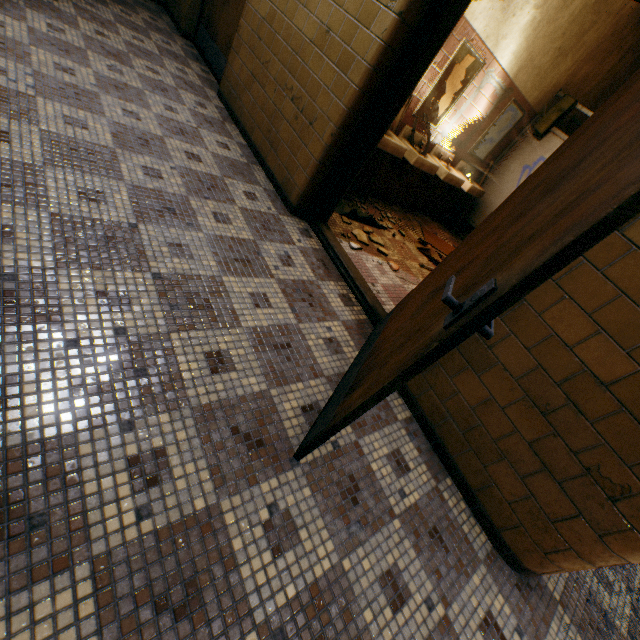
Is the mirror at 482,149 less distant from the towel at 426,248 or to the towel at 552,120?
the towel at 552,120

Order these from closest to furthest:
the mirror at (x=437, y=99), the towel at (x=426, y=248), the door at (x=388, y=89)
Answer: the door at (x=388, y=89)
the mirror at (x=437, y=99)
the towel at (x=426, y=248)

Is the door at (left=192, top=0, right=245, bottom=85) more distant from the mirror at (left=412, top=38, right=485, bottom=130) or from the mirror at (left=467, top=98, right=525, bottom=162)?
the mirror at (left=467, top=98, right=525, bottom=162)

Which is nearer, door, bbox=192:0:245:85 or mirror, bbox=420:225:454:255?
A: door, bbox=192:0:245:85

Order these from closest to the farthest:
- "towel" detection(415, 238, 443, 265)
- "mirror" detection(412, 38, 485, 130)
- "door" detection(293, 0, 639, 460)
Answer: "door" detection(293, 0, 639, 460)
"mirror" detection(412, 38, 485, 130)
"towel" detection(415, 238, 443, 265)

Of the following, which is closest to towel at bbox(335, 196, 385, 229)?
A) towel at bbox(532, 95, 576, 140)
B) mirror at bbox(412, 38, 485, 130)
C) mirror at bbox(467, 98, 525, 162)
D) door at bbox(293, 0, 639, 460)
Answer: door at bbox(293, 0, 639, 460)

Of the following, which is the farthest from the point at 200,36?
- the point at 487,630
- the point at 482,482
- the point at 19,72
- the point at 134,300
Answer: the point at 487,630

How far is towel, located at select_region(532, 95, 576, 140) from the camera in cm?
453
